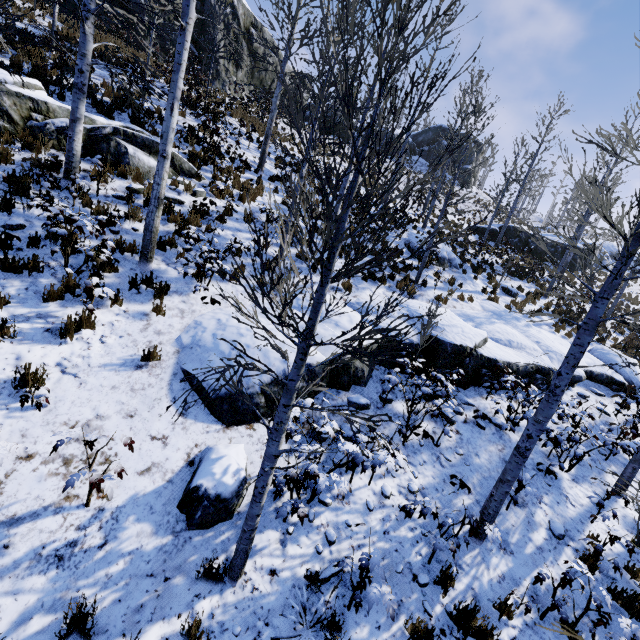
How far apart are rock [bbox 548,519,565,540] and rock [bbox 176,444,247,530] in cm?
576

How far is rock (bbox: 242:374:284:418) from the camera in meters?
5.7

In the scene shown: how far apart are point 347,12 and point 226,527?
21.39m

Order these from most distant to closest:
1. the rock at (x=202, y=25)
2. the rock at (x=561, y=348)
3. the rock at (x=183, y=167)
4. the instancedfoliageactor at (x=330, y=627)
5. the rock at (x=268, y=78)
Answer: the rock at (x=268, y=78) → the rock at (x=202, y=25) → the rock at (x=183, y=167) → the rock at (x=561, y=348) → the instancedfoliageactor at (x=330, y=627)

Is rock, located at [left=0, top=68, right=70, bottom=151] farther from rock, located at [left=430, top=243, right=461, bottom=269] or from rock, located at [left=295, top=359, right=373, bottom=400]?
rock, located at [left=430, top=243, right=461, bottom=269]

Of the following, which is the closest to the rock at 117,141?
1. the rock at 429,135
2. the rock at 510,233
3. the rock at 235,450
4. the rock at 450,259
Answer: the rock at 235,450

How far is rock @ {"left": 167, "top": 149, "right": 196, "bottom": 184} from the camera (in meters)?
9.89

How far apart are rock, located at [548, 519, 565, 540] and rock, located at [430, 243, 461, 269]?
10.7 meters
